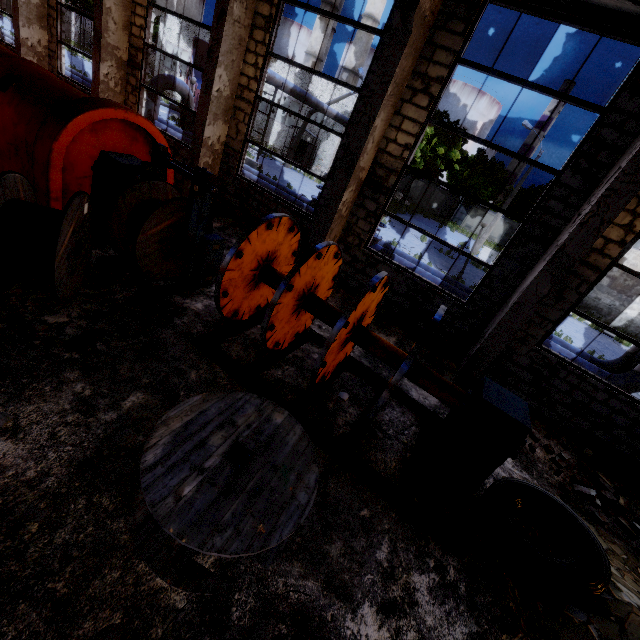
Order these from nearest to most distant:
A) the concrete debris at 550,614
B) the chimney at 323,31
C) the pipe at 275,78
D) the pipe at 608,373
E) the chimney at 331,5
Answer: the concrete debris at 550,614 → the pipe at 608,373 → the pipe at 275,78 → the chimney at 331,5 → the chimney at 323,31

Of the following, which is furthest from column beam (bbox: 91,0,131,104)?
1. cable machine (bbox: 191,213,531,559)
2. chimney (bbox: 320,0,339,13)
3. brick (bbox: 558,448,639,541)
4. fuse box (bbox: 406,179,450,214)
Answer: chimney (bbox: 320,0,339,13)

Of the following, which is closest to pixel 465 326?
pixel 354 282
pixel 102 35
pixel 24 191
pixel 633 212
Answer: pixel 354 282

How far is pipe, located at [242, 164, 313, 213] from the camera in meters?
12.3 m

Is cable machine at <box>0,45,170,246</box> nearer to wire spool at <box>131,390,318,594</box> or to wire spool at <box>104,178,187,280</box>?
wire spool at <box>104,178,187,280</box>

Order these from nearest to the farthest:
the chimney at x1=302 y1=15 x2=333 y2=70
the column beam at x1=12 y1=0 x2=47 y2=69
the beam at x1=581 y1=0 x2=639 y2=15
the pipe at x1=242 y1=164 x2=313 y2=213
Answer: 1. the beam at x1=581 y1=0 x2=639 y2=15
2. the column beam at x1=12 y1=0 x2=47 y2=69
3. the pipe at x1=242 y1=164 x2=313 y2=213
4. the chimney at x1=302 y1=15 x2=333 y2=70

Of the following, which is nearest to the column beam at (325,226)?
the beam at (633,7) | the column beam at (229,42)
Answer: the beam at (633,7)

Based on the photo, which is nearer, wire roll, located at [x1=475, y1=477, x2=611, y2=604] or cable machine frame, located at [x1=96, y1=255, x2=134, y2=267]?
wire roll, located at [x1=475, y1=477, x2=611, y2=604]
